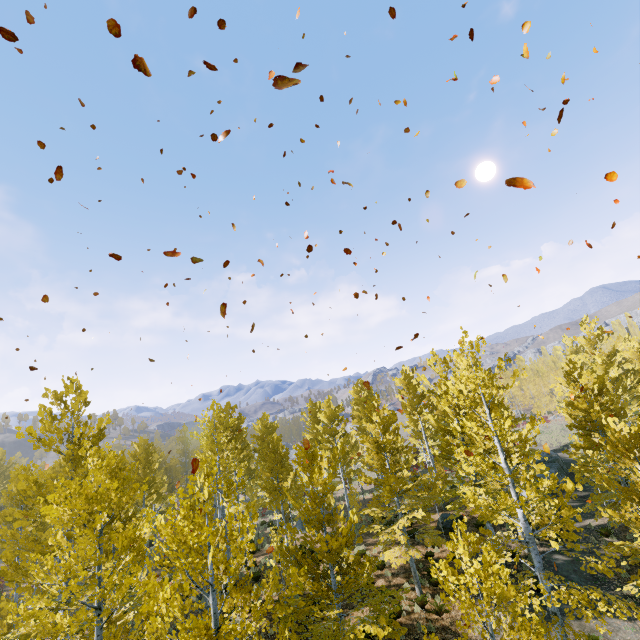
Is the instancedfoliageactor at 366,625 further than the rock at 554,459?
No

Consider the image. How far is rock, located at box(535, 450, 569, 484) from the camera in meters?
24.3 m

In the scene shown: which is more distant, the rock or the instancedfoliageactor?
the rock

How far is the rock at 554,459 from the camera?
24.30m

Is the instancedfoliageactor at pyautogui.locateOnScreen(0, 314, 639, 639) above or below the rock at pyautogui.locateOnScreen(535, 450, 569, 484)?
above

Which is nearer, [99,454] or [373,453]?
[99,454]
